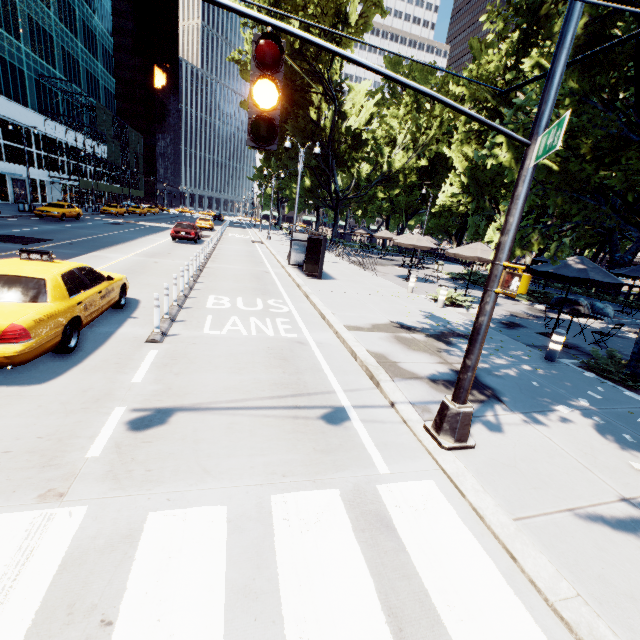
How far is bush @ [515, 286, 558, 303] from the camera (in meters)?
18.59

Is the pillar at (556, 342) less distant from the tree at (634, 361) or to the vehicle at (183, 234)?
the tree at (634, 361)

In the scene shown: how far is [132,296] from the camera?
9.91m

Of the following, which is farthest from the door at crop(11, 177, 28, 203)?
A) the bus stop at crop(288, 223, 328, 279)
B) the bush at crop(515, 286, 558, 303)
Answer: the bush at crop(515, 286, 558, 303)

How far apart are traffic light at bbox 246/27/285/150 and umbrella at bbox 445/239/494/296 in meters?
14.3

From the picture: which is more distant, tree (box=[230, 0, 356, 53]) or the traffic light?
tree (box=[230, 0, 356, 53])

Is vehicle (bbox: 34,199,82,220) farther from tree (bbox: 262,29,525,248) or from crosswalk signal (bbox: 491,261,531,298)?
crosswalk signal (bbox: 491,261,531,298)

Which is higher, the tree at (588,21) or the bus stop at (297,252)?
the tree at (588,21)
